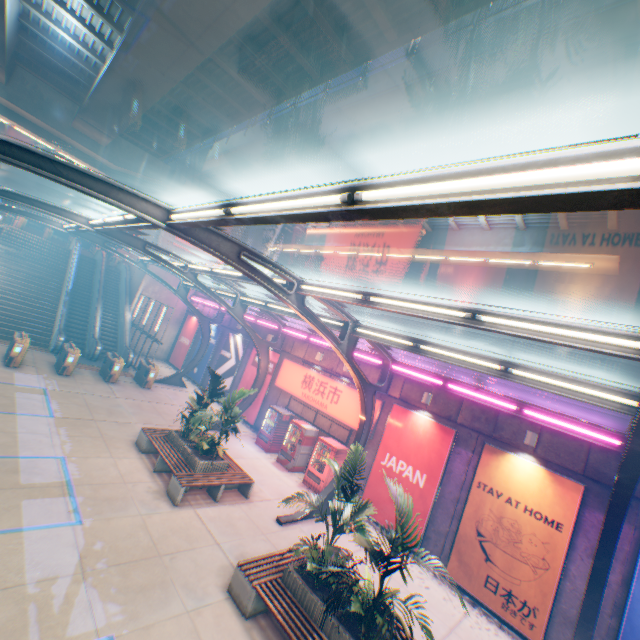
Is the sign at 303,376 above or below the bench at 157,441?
above

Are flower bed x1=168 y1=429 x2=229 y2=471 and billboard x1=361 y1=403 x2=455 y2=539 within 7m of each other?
yes

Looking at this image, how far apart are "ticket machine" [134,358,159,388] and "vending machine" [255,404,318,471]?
8.9m

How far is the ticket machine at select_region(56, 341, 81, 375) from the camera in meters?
15.7

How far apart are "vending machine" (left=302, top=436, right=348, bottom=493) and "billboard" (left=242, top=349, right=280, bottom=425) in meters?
5.3 m

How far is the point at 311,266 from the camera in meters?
51.6 m

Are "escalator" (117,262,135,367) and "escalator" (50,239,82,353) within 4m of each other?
yes

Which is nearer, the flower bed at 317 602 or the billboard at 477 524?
the flower bed at 317 602
